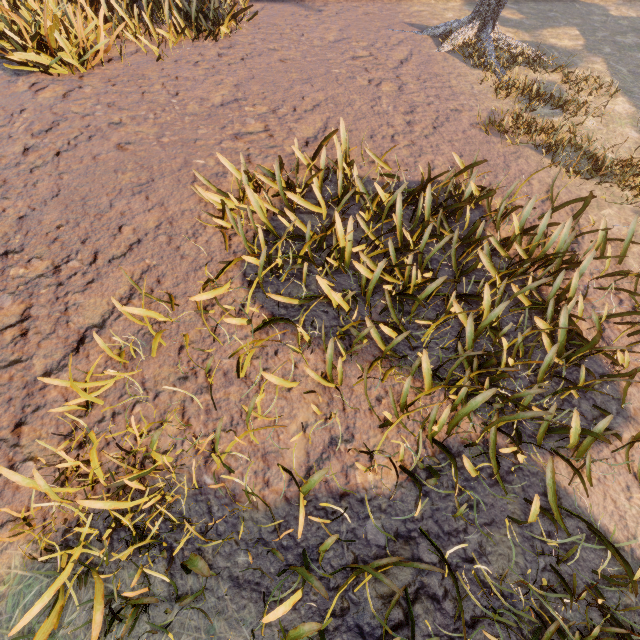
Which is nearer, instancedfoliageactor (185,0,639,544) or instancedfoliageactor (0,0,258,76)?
instancedfoliageactor (185,0,639,544)

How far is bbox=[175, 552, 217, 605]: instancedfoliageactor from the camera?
2.0m

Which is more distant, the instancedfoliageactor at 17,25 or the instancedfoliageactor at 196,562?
the instancedfoliageactor at 17,25

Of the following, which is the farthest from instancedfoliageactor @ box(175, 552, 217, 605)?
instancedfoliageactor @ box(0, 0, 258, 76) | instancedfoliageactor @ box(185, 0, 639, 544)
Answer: instancedfoliageactor @ box(0, 0, 258, 76)

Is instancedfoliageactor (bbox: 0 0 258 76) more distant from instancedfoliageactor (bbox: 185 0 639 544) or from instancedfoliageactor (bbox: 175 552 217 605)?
instancedfoliageactor (bbox: 175 552 217 605)

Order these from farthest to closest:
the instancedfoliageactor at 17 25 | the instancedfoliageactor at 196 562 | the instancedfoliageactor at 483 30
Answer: the instancedfoliageactor at 17 25
the instancedfoliageactor at 483 30
the instancedfoliageactor at 196 562

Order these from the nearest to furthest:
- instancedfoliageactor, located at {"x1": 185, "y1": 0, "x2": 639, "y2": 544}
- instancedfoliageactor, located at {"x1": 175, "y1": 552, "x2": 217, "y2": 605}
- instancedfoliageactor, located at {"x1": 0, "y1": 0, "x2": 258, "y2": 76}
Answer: instancedfoliageactor, located at {"x1": 175, "y1": 552, "x2": 217, "y2": 605} → instancedfoliageactor, located at {"x1": 185, "y1": 0, "x2": 639, "y2": 544} → instancedfoliageactor, located at {"x1": 0, "y1": 0, "x2": 258, "y2": 76}

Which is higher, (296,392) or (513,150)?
(513,150)
